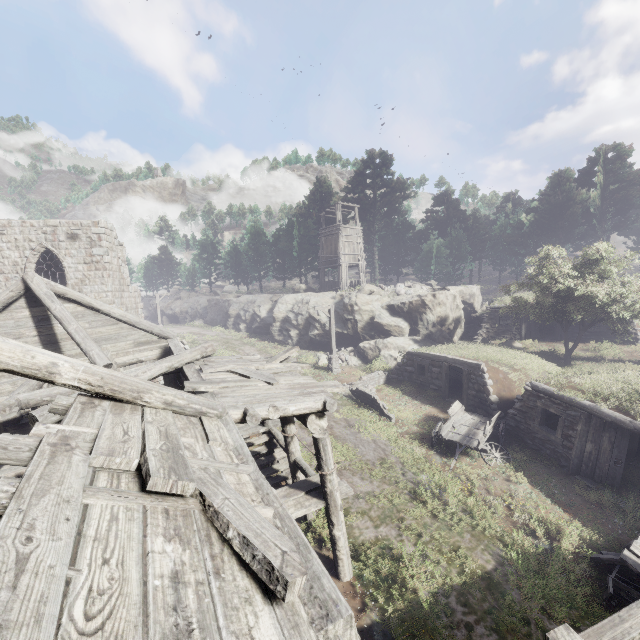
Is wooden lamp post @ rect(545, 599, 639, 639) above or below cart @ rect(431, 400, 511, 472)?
above

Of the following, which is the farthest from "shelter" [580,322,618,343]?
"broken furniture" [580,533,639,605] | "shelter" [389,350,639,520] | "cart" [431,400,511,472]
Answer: "broken furniture" [580,533,639,605]

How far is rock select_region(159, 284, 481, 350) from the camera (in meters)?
24.89

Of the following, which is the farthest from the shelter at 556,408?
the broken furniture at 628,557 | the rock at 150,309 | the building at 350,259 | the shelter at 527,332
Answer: the rock at 150,309

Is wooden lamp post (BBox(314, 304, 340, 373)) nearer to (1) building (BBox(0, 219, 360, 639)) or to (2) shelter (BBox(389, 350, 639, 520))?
(2) shelter (BBox(389, 350, 639, 520))

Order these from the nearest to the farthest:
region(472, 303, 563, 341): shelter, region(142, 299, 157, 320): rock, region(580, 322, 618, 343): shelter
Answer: region(580, 322, 618, 343): shelter, region(472, 303, 563, 341): shelter, region(142, 299, 157, 320): rock

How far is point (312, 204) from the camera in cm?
4319

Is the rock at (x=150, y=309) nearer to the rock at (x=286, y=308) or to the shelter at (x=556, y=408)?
the rock at (x=286, y=308)
